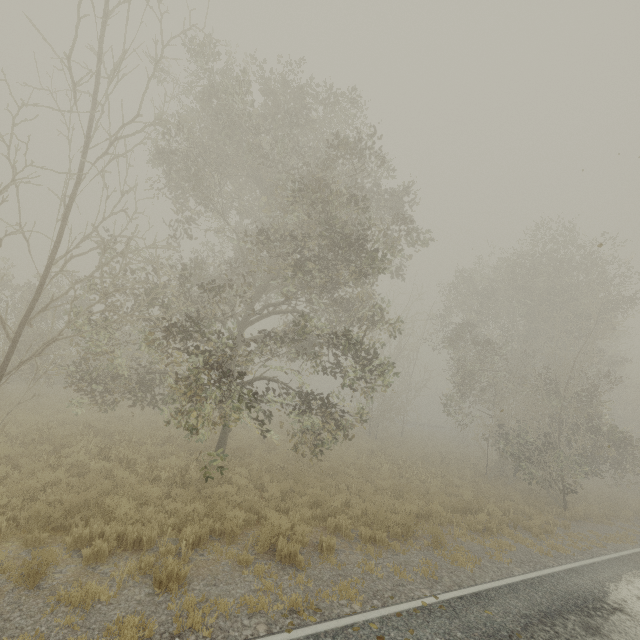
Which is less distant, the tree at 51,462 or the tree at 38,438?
the tree at 51,462

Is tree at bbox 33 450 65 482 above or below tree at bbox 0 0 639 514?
below

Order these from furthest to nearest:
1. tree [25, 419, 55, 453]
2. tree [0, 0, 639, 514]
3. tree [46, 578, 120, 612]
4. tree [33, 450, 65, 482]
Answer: tree [25, 419, 55, 453] → tree [0, 0, 639, 514] → tree [33, 450, 65, 482] → tree [46, 578, 120, 612]

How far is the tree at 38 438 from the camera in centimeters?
1011cm

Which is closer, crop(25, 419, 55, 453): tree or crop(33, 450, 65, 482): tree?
crop(33, 450, 65, 482): tree

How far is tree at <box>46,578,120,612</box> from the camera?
4.98m

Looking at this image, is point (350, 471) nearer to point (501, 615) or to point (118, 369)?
point (501, 615)
